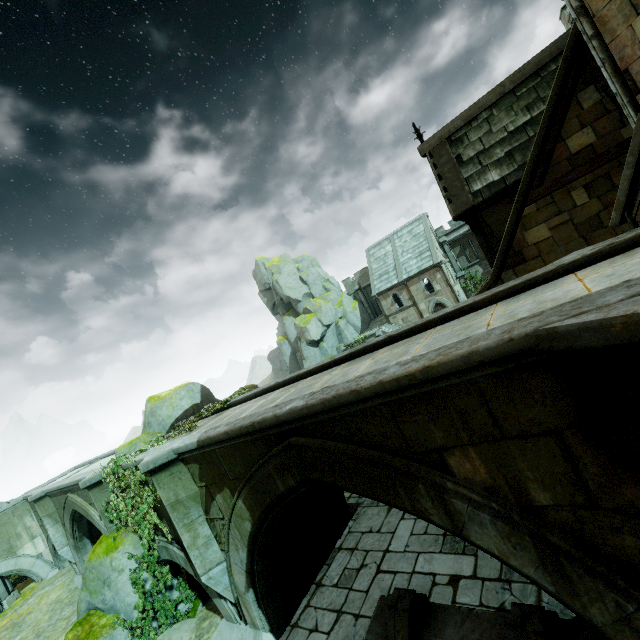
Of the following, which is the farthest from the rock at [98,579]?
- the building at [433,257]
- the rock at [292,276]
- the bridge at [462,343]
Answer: the rock at [292,276]

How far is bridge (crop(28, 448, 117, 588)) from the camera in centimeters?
1072cm

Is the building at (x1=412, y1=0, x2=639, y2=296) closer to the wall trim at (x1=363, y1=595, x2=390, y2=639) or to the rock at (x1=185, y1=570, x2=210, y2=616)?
the wall trim at (x1=363, y1=595, x2=390, y2=639)

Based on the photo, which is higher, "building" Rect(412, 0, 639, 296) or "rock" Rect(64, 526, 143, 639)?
"building" Rect(412, 0, 639, 296)

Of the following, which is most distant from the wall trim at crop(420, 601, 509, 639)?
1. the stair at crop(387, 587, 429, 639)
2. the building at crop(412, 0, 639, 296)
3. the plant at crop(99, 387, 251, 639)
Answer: the plant at crop(99, 387, 251, 639)

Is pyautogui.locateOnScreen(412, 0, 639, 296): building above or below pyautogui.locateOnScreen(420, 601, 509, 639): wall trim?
above

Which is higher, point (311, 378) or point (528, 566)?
point (311, 378)

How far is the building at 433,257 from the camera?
34.8 meters
